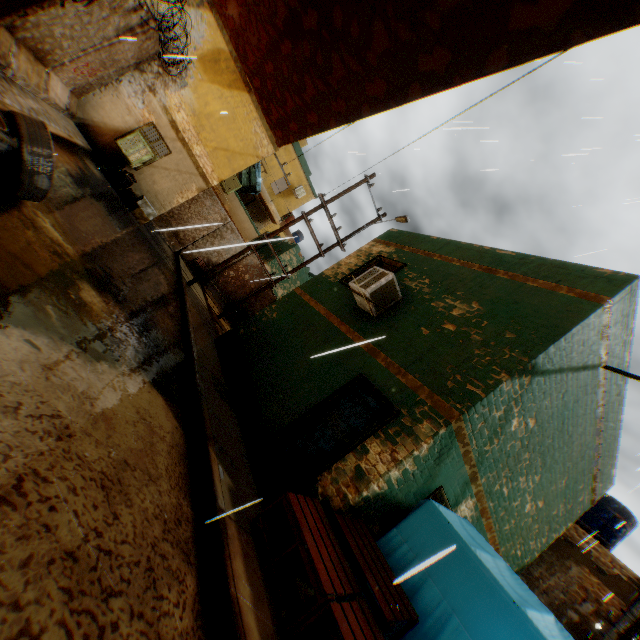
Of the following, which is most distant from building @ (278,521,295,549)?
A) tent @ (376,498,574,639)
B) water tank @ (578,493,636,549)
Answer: water tank @ (578,493,636,549)

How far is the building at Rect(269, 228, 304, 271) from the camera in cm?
2650

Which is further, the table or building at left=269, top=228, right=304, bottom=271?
building at left=269, top=228, right=304, bottom=271

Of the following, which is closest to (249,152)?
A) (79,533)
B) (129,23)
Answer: (129,23)

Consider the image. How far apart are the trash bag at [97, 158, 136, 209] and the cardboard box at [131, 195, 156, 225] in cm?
14

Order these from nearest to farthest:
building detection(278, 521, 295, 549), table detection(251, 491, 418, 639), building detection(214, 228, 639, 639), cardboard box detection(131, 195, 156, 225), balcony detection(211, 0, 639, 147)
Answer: balcony detection(211, 0, 639, 147)
table detection(251, 491, 418, 639)
building detection(278, 521, 295, 549)
building detection(214, 228, 639, 639)
cardboard box detection(131, 195, 156, 225)

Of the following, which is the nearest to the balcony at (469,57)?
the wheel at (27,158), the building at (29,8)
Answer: the building at (29,8)

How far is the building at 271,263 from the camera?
26.2 meters
